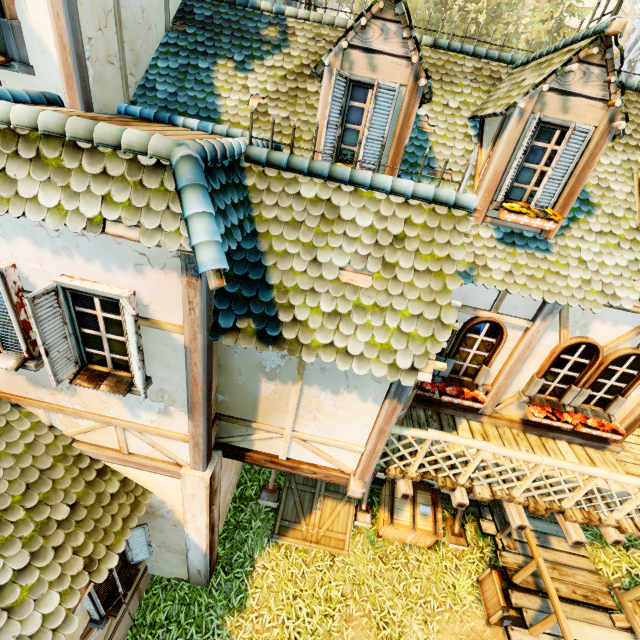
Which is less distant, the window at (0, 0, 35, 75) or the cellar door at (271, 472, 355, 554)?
the window at (0, 0, 35, 75)

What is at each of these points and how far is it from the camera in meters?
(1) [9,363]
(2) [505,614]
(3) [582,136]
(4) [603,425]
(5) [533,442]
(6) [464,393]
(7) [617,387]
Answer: (1) window, 3.9
(2) box, 6.4
(3) window shutters, 4.5
(4) flower, 6.0
(5) wooden platform, 6.5
(6) flower, 6.0
(7) window, 6.0

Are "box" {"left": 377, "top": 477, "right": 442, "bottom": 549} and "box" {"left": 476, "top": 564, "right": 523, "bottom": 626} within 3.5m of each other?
yes

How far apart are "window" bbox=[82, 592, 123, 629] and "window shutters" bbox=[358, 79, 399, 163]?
6.8 meters

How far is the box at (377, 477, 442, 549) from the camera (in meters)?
7.85

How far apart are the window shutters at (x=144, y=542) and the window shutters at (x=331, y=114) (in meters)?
6.42

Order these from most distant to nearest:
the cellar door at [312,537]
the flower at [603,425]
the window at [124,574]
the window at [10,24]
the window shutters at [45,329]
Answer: the cellar door at [312,537]
the flower at [603,425]
the window at [124,574]
the window at [10,24]
the window shutters at [45,329]

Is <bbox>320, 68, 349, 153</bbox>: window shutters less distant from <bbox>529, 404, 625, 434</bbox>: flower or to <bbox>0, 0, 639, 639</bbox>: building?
<bbox>0, 0, 639, 639</bbox>: building
